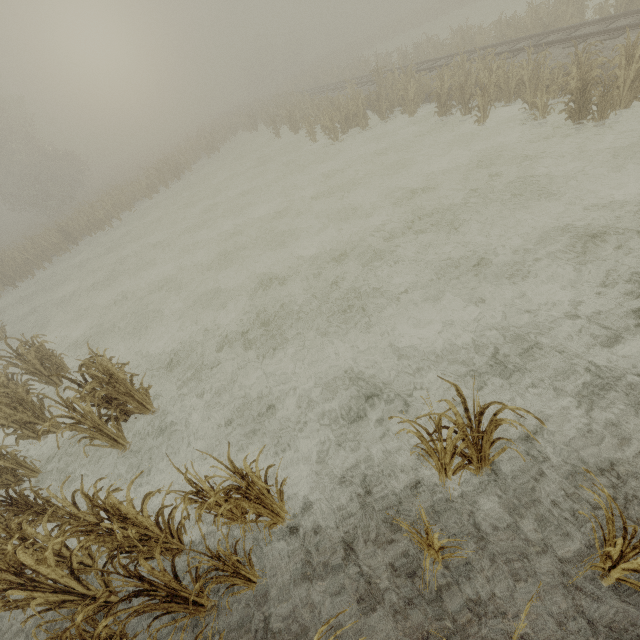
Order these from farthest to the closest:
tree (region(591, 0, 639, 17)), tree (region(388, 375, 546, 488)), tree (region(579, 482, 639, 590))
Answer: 1. tree (region(591, 0, 639, 17))
2. tree (region(388, 375, 546, 488))
3. tree (region(579, 482, 639, 590))

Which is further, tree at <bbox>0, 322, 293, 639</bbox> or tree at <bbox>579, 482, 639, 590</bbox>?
tree at <bbox>0, 322, 293, 639</bbox>

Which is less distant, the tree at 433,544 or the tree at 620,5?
the tree at 433,544

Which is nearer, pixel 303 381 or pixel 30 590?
pixel 30 590

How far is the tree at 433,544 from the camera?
2.8 meters

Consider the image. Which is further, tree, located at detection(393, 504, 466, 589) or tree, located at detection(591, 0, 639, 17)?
tree, located at detection(591, 0, 639, 17)

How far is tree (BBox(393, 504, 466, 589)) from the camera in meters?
2.8
